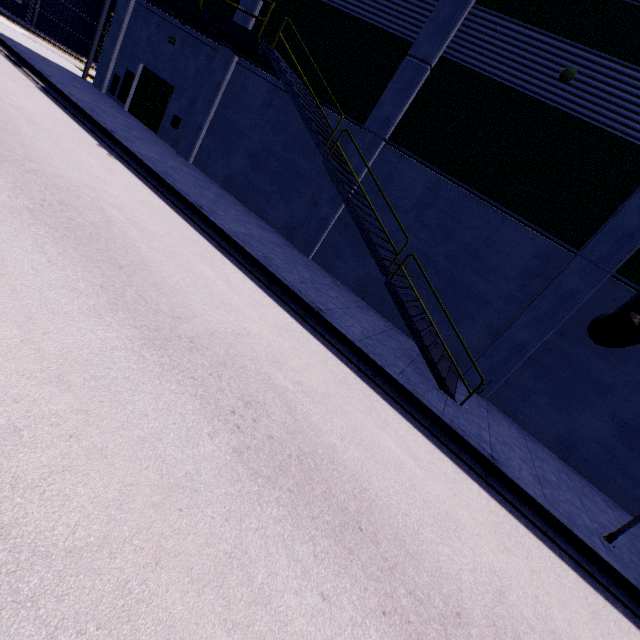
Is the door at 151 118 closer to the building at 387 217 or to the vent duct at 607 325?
the building at 387 217

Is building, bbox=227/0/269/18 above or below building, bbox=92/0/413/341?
above

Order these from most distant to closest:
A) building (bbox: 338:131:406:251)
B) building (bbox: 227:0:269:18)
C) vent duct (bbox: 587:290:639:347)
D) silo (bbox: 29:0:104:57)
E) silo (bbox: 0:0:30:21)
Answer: silo (bbox: 29:0:104:57) < silo (bbox: 0:0:30:21) < building (bbox: 227:0:269:18) < building (bbox: 338:131:406:251) < vent duct (bbox: 587:290:639:347)

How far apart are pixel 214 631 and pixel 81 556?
1.0 meters

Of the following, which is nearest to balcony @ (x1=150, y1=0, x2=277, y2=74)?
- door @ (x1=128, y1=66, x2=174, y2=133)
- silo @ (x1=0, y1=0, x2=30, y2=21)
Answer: silo @ (x1=0, y1=0, x2=30, y2=21)

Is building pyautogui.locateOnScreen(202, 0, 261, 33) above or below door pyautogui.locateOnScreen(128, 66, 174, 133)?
above

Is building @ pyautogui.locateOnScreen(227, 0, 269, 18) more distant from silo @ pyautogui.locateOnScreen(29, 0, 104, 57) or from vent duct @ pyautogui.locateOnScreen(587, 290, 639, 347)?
silo @ pyautogui.locateOnScreen(29, 0, 104, 57)

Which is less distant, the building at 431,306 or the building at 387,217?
the building at 431,306
